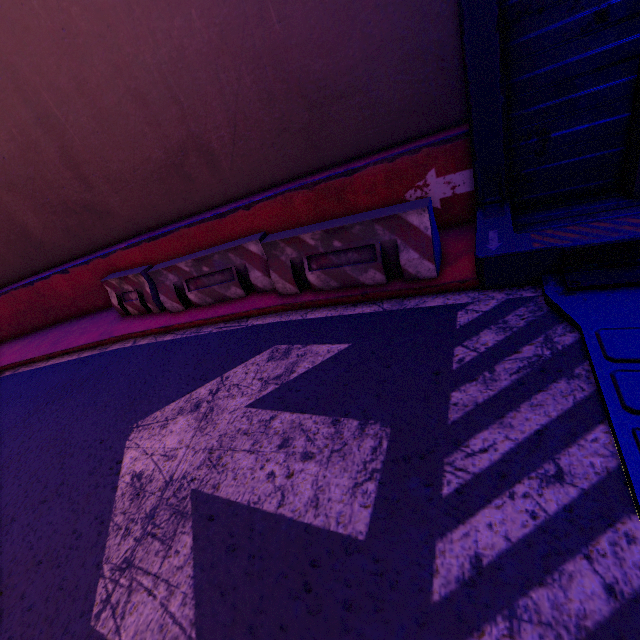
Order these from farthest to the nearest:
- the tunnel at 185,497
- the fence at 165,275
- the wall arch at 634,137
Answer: the fence at 165,275 < the wall arch at 634,137 < the tunnel at 185,497

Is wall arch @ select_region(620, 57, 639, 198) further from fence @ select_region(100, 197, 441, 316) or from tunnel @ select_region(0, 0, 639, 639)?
fence @ select_region(100, 197, 441, 316)

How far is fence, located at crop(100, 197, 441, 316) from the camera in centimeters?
396cm

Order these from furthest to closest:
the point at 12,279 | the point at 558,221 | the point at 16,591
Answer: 1. the point at 12,279
2. the point at 558,221
3. the point at 16,591

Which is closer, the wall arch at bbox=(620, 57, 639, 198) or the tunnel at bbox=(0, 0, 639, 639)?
the tunnel at bbox=(0, 0, 639, 639)

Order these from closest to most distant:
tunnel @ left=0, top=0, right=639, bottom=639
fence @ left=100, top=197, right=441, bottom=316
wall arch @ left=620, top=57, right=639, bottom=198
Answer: tunnel @ left=0, top=0, right=639, bottom=639 < wall arch @ left=620, top=57, right=639, bottom=198 < fence @ left=100, top=197, right=441, bottom=316

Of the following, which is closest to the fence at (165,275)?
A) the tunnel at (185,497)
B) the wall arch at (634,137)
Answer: the tunnel at (185,497)
